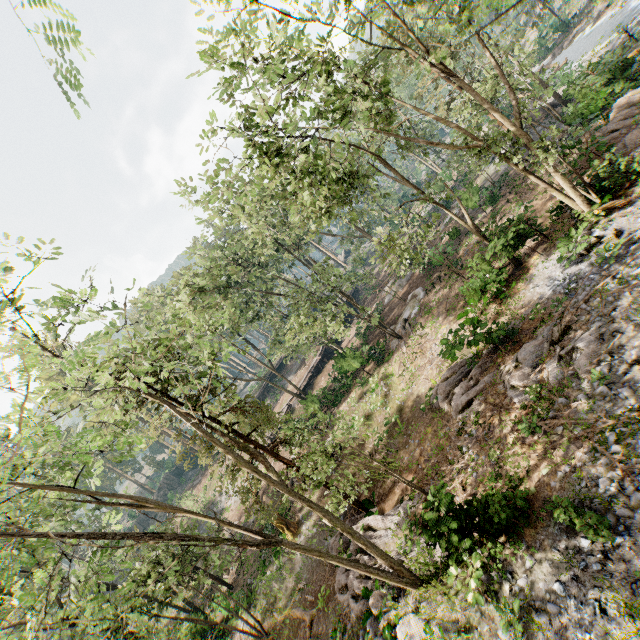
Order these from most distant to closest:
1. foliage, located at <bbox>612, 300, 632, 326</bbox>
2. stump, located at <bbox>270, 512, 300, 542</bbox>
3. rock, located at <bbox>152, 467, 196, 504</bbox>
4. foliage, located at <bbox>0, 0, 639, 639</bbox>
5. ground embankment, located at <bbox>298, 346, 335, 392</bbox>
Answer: rock, located at <bbox>152, 467, 196, 504</bbox> < ground embankment, located at <bbox>298, 346, 335, 392</bbox> < stump, located at <bbox>270, 512, 300, 542</bbox> < foliage, located at <bbox>612, 300, 632, 326</bbox> < foliage, located at <bbox>0, 0, 639, 639</bbox>

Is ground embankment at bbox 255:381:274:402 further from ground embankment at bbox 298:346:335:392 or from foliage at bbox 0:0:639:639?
ground embankment at bbox 298:346:335:392

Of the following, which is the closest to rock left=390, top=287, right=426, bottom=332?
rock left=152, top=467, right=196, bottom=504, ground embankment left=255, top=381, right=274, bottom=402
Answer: ground embankment left=255, top=381, right=274, bottom=402

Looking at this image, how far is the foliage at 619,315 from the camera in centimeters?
1109cm

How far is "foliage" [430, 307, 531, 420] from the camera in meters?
14.9

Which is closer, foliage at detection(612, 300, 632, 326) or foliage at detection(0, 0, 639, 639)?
foliage at detection(0, 0, 639, 639)

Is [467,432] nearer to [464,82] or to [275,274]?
[464,82]

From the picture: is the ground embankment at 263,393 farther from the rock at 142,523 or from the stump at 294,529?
the stump at 294,529
